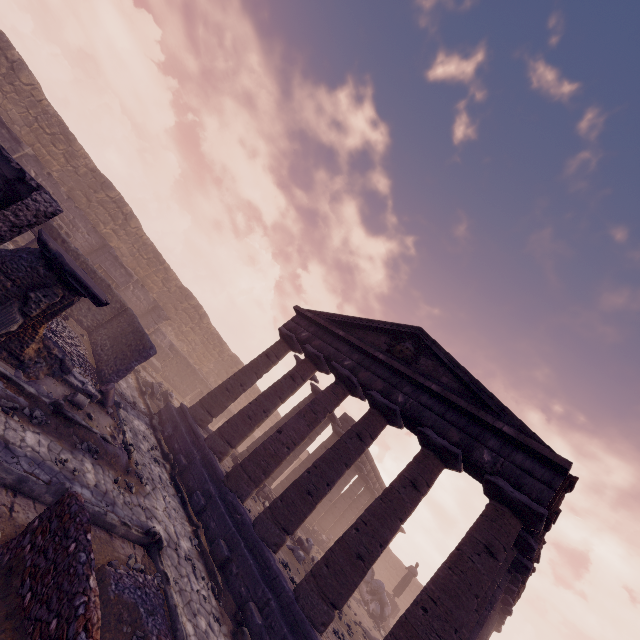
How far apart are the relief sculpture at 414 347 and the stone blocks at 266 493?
7.7m

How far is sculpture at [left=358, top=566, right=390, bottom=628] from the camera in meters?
17.7

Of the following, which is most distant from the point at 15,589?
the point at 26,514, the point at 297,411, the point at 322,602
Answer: the point at 297,411

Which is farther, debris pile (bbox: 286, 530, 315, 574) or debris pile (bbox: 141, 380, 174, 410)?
debris pile (bbox: 141, 380, 174, 410)

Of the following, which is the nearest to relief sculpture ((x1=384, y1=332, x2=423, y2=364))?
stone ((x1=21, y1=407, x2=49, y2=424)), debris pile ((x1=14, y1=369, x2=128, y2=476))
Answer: debris pile ((x1=14, y1=369, x2=128, y2=476))

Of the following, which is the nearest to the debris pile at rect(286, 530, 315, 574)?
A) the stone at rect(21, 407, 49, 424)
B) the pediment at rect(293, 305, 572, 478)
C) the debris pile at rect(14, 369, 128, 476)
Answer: the debris pile at rect(14, 369, 128, 476)

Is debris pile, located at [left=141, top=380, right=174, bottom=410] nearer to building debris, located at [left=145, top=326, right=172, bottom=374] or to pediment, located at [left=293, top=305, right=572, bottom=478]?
building debris, located at [left=145, top=326, right=172, bottom=374]

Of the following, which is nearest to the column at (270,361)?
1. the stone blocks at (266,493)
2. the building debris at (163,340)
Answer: the stone blocks at (266,493)
